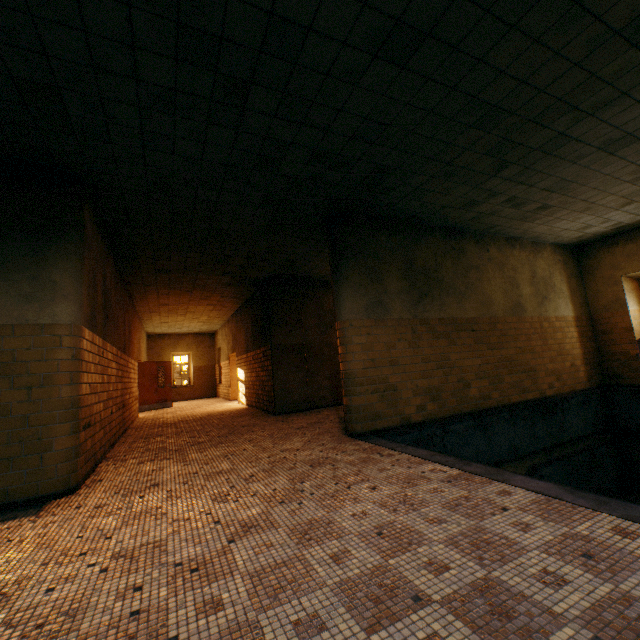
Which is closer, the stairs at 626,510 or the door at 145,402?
the stairs at 626,510

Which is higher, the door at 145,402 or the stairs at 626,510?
the door at 145,402

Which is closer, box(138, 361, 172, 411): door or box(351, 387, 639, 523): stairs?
box(351, 387, 639, 523): stairs

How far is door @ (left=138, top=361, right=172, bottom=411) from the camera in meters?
13.6

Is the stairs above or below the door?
below

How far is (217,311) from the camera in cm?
1386
